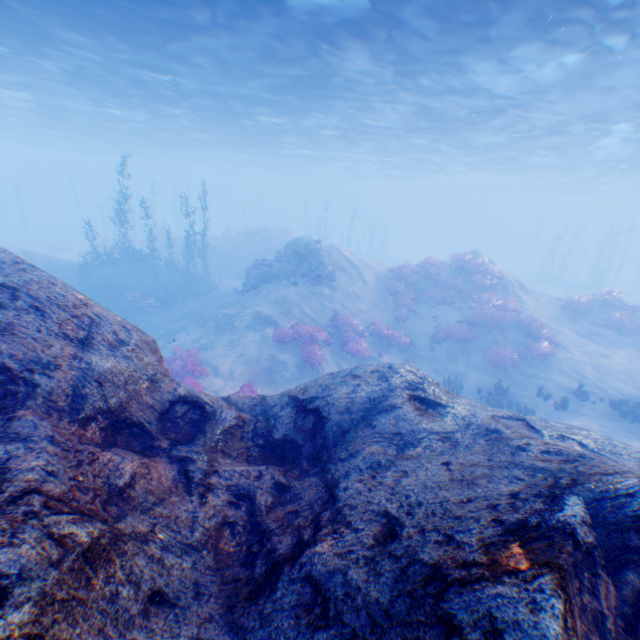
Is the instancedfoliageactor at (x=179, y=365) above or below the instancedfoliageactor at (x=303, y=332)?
below

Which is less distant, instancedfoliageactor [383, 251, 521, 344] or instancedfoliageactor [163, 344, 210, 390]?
instancedfoliageactor [163, 344, 210, 390]

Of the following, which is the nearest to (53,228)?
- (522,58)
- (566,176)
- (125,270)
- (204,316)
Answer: (125,270)

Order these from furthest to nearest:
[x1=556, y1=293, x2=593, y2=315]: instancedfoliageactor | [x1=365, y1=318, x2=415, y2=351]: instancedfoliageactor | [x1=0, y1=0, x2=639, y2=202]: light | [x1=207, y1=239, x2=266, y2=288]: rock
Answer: [x1=207, y1=239, x2=266, y2=288]: rock, [x1=556, y1=293, x2=593, y2=315]: instancedfoliageactor, [x1=365, y1=318, x2=415, y2=351]: instancedfoliageactor, [x1=0, y1=0, x2=639, y2=202]: light

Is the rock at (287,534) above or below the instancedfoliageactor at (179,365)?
above

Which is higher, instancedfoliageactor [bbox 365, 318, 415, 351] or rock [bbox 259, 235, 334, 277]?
rock [bbox 259, 235, 334, 277]

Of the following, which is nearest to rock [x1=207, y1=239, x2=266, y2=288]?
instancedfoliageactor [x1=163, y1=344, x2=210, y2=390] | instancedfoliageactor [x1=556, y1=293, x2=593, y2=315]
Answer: instancedfoliageactor [x1=163, y1=344, x2=210, y2=390]

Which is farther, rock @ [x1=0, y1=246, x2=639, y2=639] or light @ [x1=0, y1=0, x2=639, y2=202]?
light @ [x1=0, y1=0, x2=639, y2=202]
